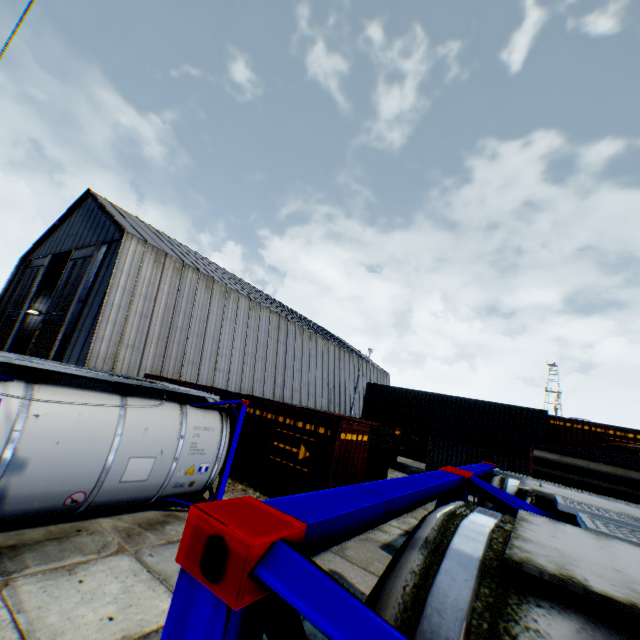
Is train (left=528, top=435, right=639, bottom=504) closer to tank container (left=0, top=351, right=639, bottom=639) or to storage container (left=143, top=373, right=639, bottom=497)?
tank container (left=0, top=351, right=639, bottom=639)

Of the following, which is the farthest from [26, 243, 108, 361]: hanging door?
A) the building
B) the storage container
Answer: the storage container

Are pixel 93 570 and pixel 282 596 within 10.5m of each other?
yes

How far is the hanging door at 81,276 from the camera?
21.4m

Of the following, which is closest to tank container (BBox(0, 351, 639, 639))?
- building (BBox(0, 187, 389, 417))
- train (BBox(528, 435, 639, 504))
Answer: train (BBox(528, 435, 639, 504))

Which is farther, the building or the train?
the building

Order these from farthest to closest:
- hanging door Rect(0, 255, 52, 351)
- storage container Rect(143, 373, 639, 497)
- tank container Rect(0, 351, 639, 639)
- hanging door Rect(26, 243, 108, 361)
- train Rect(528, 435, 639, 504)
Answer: hanging door Rect(0, 255, 52, 351) → hanging door Rect(26, 243, 108, 361) → storage container Rect(143, 373, 639, 497) → train Rect(528, 435, 639, 504) → tank container Rect(0, 351, 639, 639)

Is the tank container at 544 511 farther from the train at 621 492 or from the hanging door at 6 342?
the hanging door at 6 342
